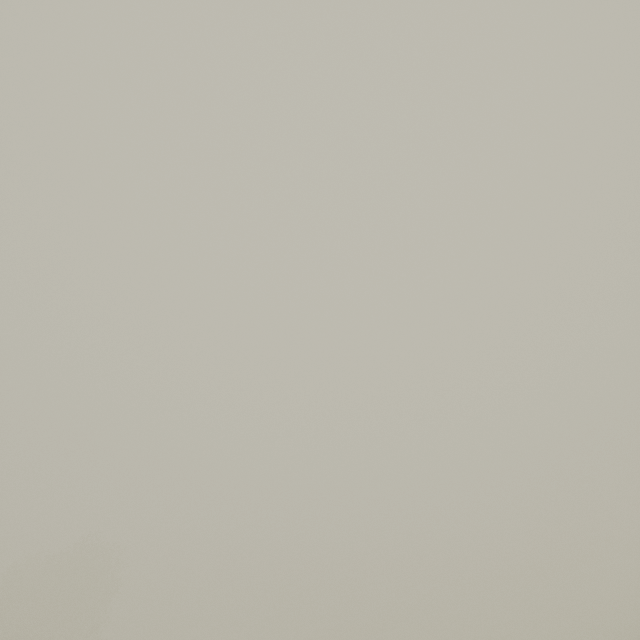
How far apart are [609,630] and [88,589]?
47.6m
